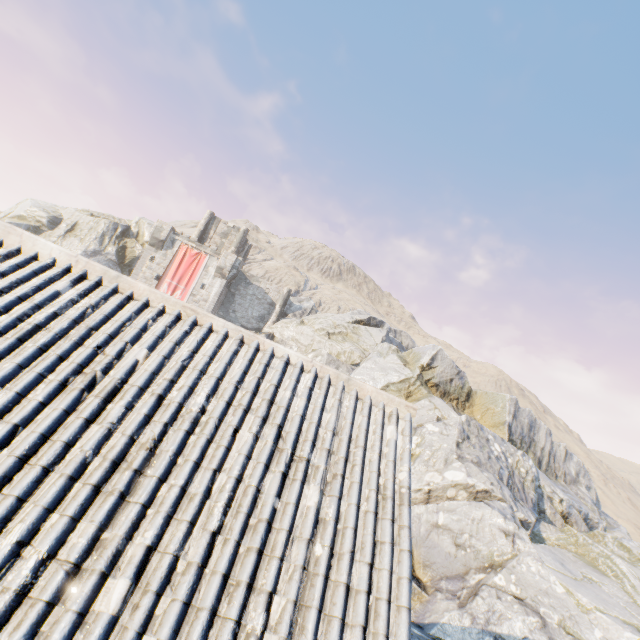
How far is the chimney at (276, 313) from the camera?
37.41m

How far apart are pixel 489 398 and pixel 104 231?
41.2m

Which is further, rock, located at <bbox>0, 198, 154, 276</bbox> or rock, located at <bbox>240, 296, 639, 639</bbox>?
rock, located at <bbox>0, 198, 154, 276</bbox>

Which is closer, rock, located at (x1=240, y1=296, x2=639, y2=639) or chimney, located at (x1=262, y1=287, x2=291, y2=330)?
rock, located at (x1=240, y1=296, x2=639, y2=639)

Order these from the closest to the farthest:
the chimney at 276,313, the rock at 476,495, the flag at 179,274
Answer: the rock at 476,495 < the flag at 179,274 < the chimney at 276,313

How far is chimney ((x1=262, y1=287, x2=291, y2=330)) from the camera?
37.41m

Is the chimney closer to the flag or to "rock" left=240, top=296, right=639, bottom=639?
"rock" left=240, top=296, right=639, bottom=639
